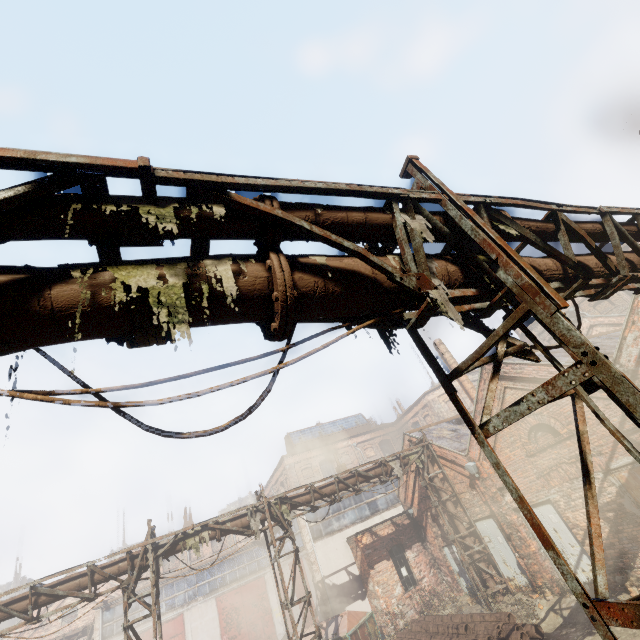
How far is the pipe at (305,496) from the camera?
12.8m

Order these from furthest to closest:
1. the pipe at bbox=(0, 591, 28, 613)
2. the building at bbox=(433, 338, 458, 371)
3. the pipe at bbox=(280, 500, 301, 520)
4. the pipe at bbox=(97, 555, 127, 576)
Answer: the building at bbox=(433, 338, 458, 371), the pipe at bbox=(280, 500, 301, 520), the pipe at bbox=(97, 555, 127, 576), the pipe at bbox=(0, 591, 28, 613)

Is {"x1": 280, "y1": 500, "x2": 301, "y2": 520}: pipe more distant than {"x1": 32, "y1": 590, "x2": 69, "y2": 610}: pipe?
Yes

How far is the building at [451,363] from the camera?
22.4m

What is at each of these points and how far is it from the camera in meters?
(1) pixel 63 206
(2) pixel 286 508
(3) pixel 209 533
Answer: (1) pipe, 1.9
(2) pipe, 12.5
(3) pipe, 11.3

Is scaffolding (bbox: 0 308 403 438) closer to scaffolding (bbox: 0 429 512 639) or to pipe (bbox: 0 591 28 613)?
pipe (bbox: 0 591 28 613)

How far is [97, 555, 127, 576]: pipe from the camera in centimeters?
1011cm

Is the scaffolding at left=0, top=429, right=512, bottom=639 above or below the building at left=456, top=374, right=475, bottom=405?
below
